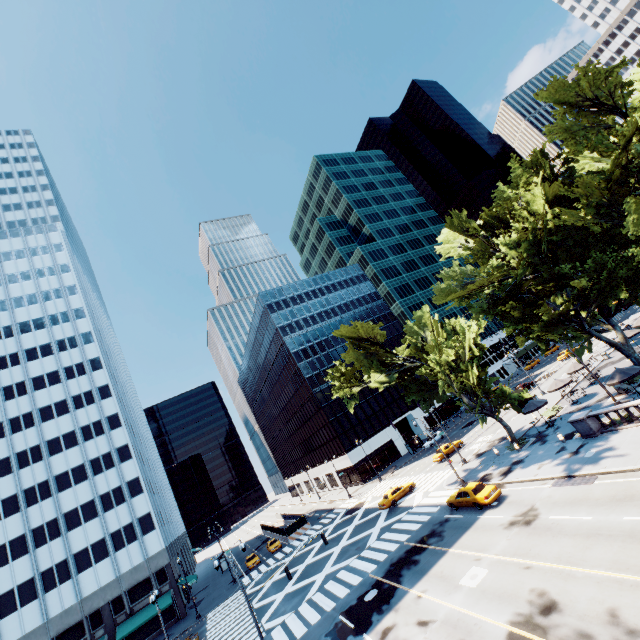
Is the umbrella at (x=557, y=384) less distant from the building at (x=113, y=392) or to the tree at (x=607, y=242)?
the tree at (x=607, y=242)

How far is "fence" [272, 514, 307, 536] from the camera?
50.8 meters

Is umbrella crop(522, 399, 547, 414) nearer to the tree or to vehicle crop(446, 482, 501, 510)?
the tree

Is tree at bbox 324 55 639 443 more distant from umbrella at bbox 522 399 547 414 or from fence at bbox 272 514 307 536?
fence at bbox 272 514 307 536

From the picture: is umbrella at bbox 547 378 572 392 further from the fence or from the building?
the building

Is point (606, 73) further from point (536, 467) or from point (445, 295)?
point (536, 467)

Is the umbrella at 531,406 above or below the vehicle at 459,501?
above

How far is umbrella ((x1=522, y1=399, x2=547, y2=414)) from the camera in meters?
32.5 m
